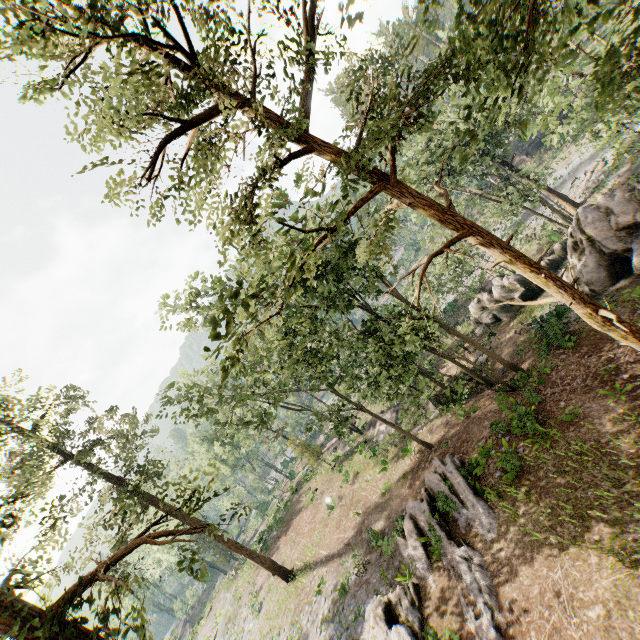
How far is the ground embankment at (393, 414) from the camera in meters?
27.2 m

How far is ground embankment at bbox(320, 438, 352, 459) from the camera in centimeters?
3584cm

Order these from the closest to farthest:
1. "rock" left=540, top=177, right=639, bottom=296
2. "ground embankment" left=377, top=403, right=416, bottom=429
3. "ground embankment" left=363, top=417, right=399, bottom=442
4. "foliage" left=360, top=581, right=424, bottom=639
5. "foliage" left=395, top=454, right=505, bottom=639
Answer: "foliage" left=395, top=454, right=505, bottom=639
"foliage" left=360, top=581, right=424, bottom=639
"rock" left=540, top=177, right=639, bottom=296
"ground embankment" left=377, top=403, right=416, bottom=429
"ground embankment" left=363, top=417, right=399, bottom=442

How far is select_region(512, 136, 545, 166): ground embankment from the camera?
48.4 meters

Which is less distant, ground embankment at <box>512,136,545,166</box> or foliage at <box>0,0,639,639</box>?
foliage at <box>0,0,639,639</box>

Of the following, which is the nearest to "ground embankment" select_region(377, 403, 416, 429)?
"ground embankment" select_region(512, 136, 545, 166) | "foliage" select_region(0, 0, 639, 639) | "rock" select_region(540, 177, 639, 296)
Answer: "foliage" select_region(0, 0, 639, 639)

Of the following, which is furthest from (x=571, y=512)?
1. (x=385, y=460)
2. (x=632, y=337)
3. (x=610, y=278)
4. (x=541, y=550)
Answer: (x=385, y=460)

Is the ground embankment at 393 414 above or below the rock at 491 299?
above
